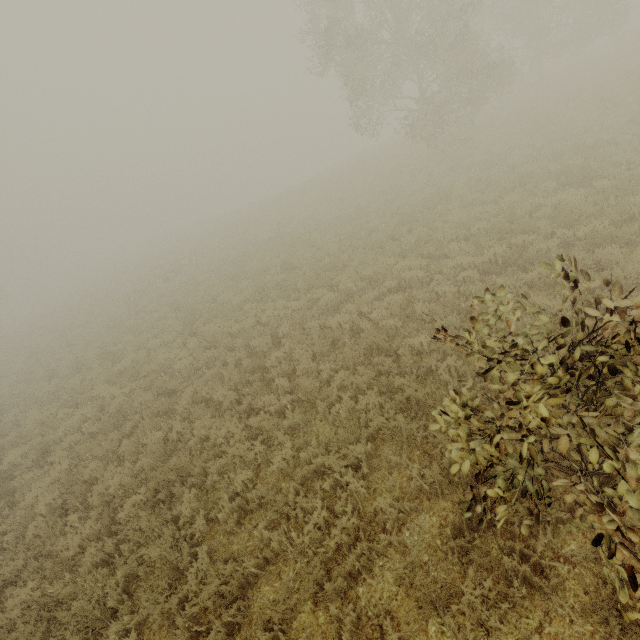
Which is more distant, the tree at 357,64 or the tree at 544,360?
the tree at 357,64

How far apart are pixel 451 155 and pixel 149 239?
55.0m

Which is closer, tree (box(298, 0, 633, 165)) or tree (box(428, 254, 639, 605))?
tree (box(428, 254, 639, 605))
